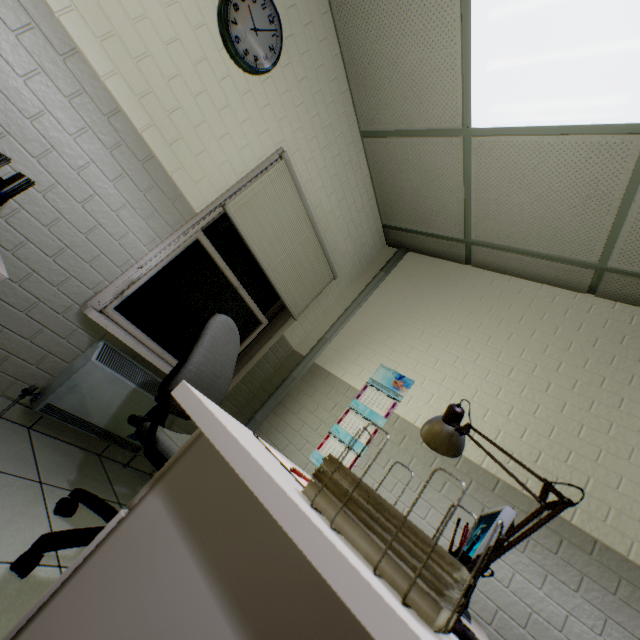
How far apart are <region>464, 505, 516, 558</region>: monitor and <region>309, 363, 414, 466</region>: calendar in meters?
0.9

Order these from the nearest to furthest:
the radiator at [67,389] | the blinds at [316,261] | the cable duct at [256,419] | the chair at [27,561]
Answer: the chair at [27,561] < the radiator at [67,389] < the blinds at [316,261] < the cable duct at [256,419]

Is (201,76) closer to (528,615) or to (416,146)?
(416,146)

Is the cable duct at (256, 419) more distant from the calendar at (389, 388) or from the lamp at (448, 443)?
the lamp at (448, 443)

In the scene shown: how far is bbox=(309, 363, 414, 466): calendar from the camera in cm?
253

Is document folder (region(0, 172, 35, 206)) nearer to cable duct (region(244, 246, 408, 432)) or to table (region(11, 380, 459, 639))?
table (region(11, 380, 459, 639))

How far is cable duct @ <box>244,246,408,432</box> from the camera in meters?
2.9 m

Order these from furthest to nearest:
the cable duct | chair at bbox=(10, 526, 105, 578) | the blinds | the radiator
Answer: the cable duct
the blinds
the radiator
chair at bbox=(10, 526, 105, 578)
